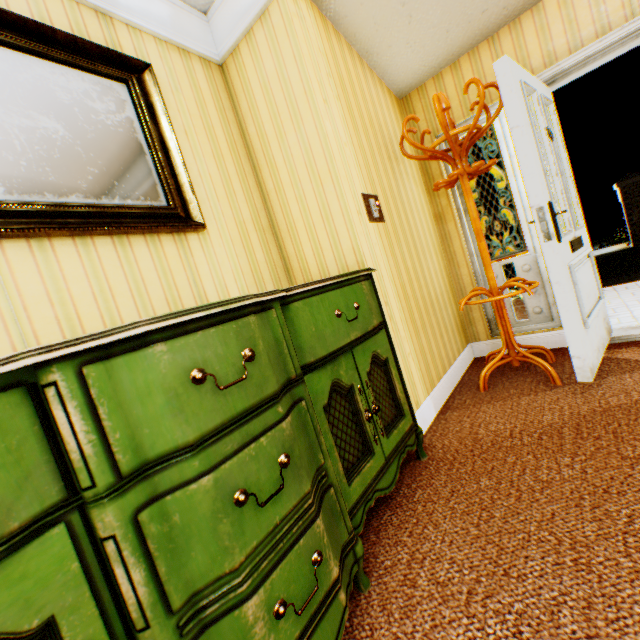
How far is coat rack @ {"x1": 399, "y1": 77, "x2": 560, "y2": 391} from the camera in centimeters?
231cm

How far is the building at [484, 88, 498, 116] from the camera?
2.82m

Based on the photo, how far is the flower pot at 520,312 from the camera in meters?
3.5

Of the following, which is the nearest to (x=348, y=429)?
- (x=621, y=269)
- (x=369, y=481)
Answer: (x=369, y=481)

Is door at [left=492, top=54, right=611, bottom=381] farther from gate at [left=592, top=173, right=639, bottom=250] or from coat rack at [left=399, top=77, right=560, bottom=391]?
gate at [left=592, top=173, right=639, bottom=250]

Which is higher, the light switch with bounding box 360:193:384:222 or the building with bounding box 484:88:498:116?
the building with bounding box 484:88:498:116

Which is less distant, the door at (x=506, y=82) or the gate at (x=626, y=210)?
the door at (x=506, y=82)

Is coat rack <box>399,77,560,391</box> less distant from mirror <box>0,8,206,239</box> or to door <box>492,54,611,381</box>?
door <box>492,54,611,381</box>
